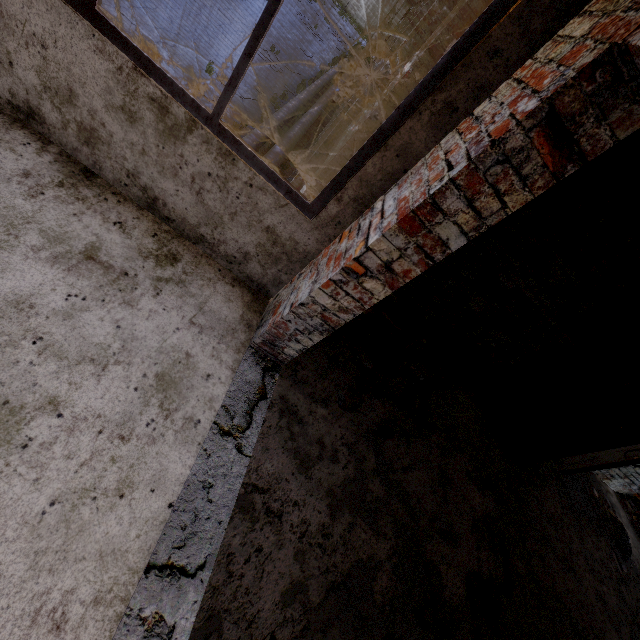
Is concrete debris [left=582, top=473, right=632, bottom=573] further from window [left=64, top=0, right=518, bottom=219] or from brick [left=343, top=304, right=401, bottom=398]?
window [left=64, top=0, right=518, bottom=219]

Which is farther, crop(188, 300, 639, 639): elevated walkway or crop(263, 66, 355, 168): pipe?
crop(263, 66, 355, 168): pipe

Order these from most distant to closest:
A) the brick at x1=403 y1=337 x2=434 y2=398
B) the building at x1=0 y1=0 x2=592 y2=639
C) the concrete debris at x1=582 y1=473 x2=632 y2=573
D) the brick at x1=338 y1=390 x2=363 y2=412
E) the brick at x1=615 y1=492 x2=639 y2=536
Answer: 1. the brick at x1=615 y1=492 x2=639 y2=536
2. the concrete debris at x1=582 y1=473 x2=632 y2=573
3. the brick at x1=403 y1=337 x2=434 y2=398
4. the brick at x1=338 y1=390 x2=363 y2=412
5. the building at x1=0 y1=0 x2=592 y2=639

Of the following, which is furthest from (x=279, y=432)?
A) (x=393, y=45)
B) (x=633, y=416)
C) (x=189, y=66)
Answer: (x=189, y=66)

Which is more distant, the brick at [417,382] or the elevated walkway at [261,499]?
the brick at [417,382]

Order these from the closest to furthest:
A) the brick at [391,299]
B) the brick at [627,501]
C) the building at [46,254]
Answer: the building at [46,254] → the brick at [391,299] → the brick at [627,501]

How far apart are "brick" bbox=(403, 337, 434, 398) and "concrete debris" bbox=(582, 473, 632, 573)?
4.62m

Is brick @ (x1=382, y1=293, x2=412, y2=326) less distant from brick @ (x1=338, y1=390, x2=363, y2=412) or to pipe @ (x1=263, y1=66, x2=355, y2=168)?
brick @ (x1=338, y1=390, x2=363, y2=412)
